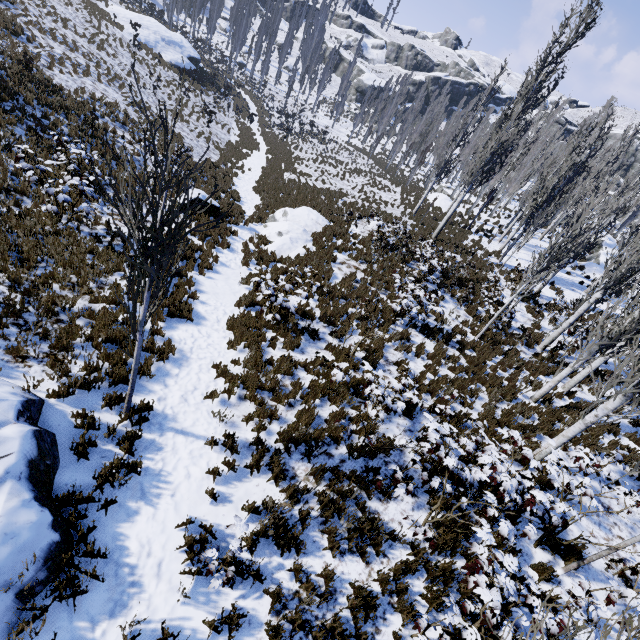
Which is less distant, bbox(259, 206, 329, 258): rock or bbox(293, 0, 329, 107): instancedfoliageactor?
bbox(259, 206, 329, 258): rock

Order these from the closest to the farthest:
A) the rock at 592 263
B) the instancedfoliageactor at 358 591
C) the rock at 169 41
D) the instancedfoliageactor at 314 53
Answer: the instancedfoliageactor at 358 591 → the rock at 592 263 → the rock at 169 41 → the instancedfoliageactor at 314 53

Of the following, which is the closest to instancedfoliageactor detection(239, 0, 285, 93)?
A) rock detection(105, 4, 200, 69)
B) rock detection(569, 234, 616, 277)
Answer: rock detection(569, 234, 616, 277)

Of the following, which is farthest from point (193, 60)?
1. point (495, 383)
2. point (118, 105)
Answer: point (495, 383)

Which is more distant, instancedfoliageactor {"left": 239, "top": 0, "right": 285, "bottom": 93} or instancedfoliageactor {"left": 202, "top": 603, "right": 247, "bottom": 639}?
instancedfoliageactor {"left": 239, "top": 0, "right": 285, "bottom": 93}

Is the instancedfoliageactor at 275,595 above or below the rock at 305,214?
above

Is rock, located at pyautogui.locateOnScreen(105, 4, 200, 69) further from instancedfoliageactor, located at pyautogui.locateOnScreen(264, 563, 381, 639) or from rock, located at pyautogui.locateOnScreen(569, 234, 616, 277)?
rock, located at pyautogui.locateOnScreen(569, 234, 616, 277)

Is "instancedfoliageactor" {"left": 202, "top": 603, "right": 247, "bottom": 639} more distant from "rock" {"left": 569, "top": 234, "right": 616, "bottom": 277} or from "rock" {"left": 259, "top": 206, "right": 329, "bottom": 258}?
"rock" {"left": 259, "top": 206, "right": 329, "bottom": 258}
